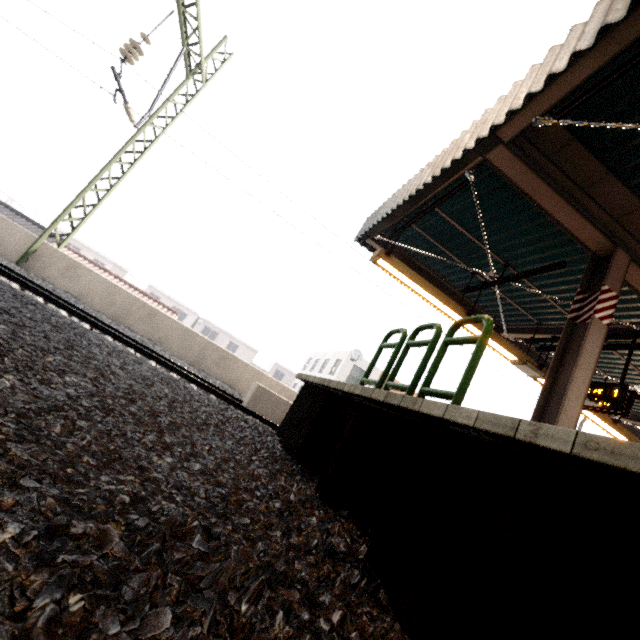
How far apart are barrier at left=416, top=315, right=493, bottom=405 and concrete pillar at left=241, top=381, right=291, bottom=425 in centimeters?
561cm

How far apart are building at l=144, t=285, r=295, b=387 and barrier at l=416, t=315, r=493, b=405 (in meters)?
45.35

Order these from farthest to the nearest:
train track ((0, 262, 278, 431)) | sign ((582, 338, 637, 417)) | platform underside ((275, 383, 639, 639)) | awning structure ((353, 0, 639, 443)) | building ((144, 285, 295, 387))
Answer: building ((144, 285, 295, 387)), train track ((0, 262, 278, 431)), sign ((582, 338, 637, 417)), awning structure ((353, 0, 639, 443)), platform underside ((275, 383, 639, 639))

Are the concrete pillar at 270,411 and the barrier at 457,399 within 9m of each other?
yes

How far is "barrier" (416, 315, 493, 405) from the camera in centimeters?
266cm

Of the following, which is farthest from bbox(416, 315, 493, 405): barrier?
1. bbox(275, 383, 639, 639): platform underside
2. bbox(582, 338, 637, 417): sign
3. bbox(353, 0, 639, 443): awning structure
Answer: bbox(582, 338, 637, 417): sign

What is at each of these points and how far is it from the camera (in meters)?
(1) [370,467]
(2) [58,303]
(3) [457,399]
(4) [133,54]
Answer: (1) platform underside, 3.21
(2) train track, 6.72
(3) barrier, 2.62
(4) power line, 8.24

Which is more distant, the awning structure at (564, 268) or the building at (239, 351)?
the building at (239, 351)
